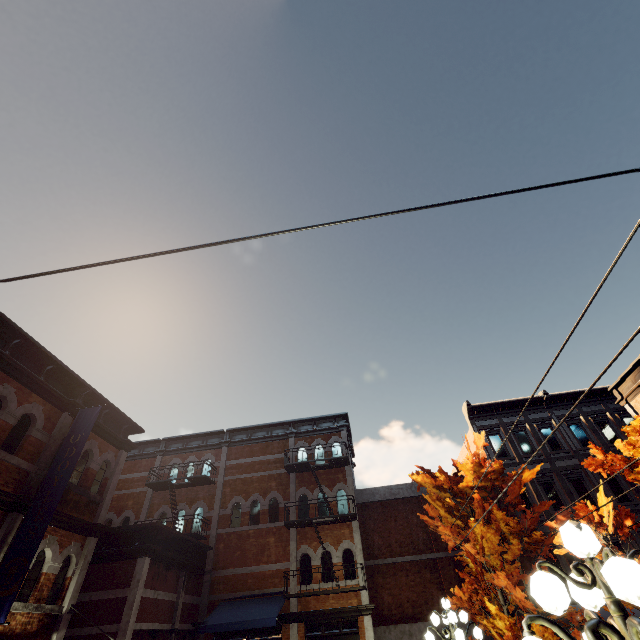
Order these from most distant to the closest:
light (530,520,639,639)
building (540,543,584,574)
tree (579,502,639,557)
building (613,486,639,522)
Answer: building (613,486,639,522) → building (540,543,584,574) → tree (579,502,639,557) → light (530,520,639,639)

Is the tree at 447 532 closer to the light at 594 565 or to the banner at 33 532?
the light at 594 565

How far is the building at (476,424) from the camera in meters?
20.2 m

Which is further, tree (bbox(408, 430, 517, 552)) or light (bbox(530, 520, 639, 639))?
tree (bbox(408, 430, 517, 552))

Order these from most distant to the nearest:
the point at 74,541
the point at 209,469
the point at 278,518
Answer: the point at 209,469 → the point at 278,518 → the point at 74,541

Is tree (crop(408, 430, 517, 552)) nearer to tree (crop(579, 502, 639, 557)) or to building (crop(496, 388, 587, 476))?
tree (crop(579, 502, 639, 557))

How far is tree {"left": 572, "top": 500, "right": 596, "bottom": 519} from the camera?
10.5m

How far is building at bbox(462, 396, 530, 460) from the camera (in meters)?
20.22
